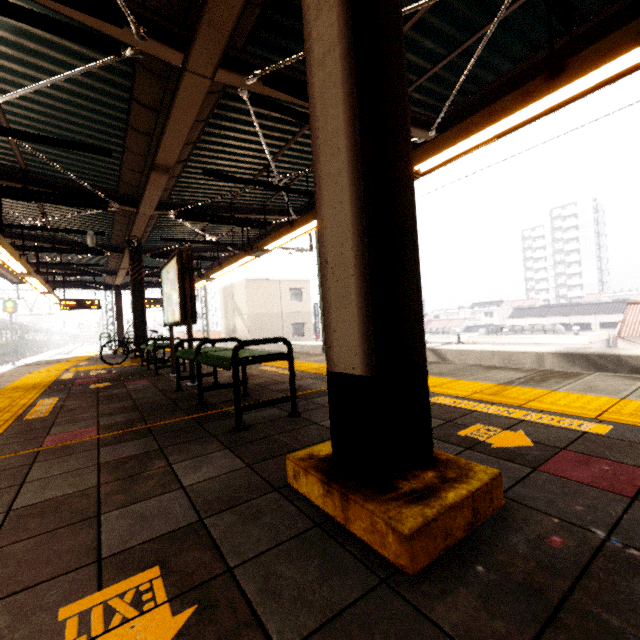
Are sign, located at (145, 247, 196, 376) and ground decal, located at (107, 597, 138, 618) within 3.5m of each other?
no

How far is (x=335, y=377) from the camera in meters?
1.5

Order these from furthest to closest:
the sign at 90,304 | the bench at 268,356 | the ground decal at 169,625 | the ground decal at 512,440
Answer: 1. the sign at 90,304
2. the bench at 268,356
3. the ground decal at 512,440
4. the ground decal at 169,625

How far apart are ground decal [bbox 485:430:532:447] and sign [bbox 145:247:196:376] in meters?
4.0

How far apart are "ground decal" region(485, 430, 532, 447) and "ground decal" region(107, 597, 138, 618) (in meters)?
1.76

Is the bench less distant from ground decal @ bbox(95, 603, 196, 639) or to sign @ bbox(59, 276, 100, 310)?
ground decal @ bbox(95, 603, 196, 639)

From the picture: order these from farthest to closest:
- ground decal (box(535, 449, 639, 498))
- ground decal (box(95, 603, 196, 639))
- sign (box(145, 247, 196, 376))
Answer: sign (box(145, 247, 196, 376)) → ground decal (box(535, 449, 639, 498)) → ground decal (box(95, 603, 196, 639))

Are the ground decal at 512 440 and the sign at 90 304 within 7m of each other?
no
